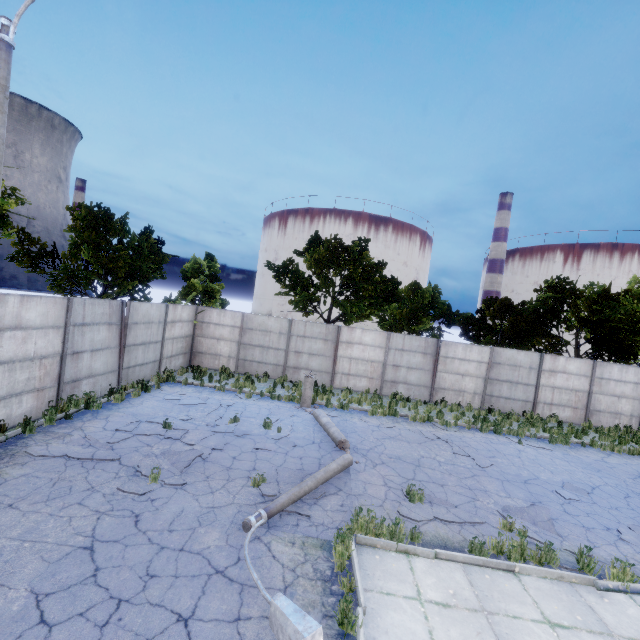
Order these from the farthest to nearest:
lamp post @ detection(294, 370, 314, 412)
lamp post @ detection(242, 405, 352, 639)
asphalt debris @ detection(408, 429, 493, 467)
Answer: lamp post @ detection(294, 370, 314, 412) < asphalt debris @ detection(408, 429, 493, 467) < lamp post @ detection(242, 405, 352, 639)

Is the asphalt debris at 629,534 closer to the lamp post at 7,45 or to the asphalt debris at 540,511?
the asphalt debris at 540,511

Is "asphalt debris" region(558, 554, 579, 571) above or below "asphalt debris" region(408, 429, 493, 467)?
above

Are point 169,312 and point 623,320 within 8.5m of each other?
no

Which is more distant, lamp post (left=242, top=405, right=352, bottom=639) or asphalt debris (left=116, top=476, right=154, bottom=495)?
asphalt debris (left=116, top=476, right=154, bottom=495)

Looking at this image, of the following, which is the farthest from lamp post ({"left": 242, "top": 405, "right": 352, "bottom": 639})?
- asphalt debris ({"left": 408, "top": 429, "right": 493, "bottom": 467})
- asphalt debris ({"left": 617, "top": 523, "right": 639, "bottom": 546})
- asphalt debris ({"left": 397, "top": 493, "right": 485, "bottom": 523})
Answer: asphalt debris ({"left": 617, "top": 523, "right": 639, "bottom": 546})

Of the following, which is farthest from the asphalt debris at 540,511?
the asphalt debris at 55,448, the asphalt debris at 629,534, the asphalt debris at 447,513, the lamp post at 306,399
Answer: the asphalt debris at 55,448

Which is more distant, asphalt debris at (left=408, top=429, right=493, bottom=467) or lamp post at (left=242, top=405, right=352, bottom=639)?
asphalt debris at (left=408, top=429, right=493, bottom=467)
